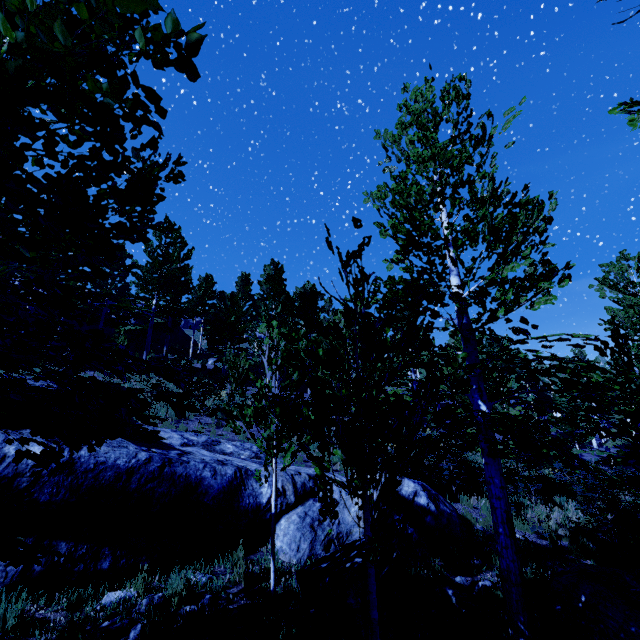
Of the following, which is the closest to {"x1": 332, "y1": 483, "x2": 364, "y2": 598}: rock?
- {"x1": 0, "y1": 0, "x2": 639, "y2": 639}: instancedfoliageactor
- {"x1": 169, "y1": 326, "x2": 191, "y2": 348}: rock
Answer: {"x1": 0, "y1": 0, "x2": 639, "y2": 639}: instancedfoliageactor

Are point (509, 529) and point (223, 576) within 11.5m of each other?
yes

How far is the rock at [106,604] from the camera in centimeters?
441cm

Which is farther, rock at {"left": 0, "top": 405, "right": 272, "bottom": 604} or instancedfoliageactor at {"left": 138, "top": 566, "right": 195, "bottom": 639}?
rock at {"left": 0, "top": 405, "right": 272, "bottom": 604}

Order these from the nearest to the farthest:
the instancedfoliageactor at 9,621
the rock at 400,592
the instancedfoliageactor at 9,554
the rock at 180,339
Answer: the instancedfoliageactor at 9,554 → the instancedfoliageactor at 9,621 → the rock at 400,592 → the rock at 180,339

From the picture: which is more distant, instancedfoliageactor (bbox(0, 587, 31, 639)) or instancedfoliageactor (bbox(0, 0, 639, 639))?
instancedfoliageactor (bbox(0, 587, 31, 639))
